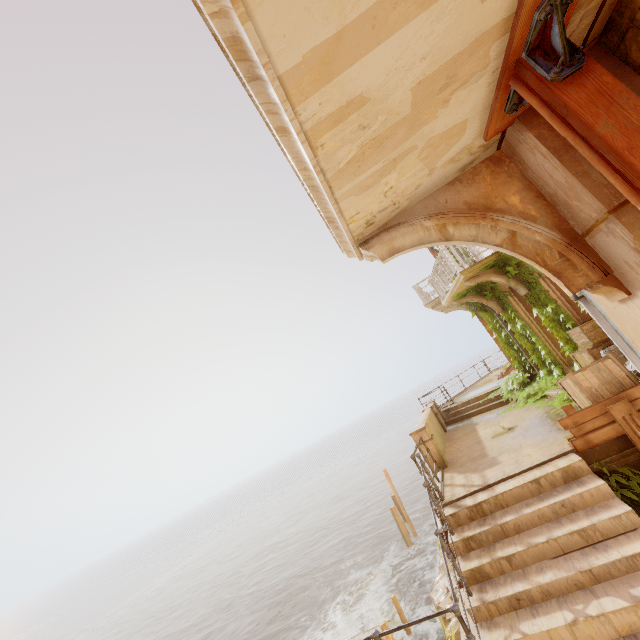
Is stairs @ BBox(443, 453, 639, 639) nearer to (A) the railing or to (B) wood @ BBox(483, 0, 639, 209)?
(B) wood @ BBox(483, 0, 639, 209)

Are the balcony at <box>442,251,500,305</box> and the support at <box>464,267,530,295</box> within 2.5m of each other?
yes

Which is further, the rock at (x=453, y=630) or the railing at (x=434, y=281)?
the rock at (x=453, y=630)

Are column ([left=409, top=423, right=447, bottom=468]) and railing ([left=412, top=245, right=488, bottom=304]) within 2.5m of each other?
no

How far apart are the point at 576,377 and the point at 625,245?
6.1m

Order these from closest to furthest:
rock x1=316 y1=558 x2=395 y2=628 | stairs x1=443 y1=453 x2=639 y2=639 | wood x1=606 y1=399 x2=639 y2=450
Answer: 1. stairs x1=443 y1=453 x2=639 y2=639
2. wood x1=606 y1=399 x2=639 y2=450
3. rock x1=316 y1=558 x2=395 y2=628

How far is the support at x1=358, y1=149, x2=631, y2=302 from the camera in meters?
Result: 1.8

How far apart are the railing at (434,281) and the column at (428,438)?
4.7m
